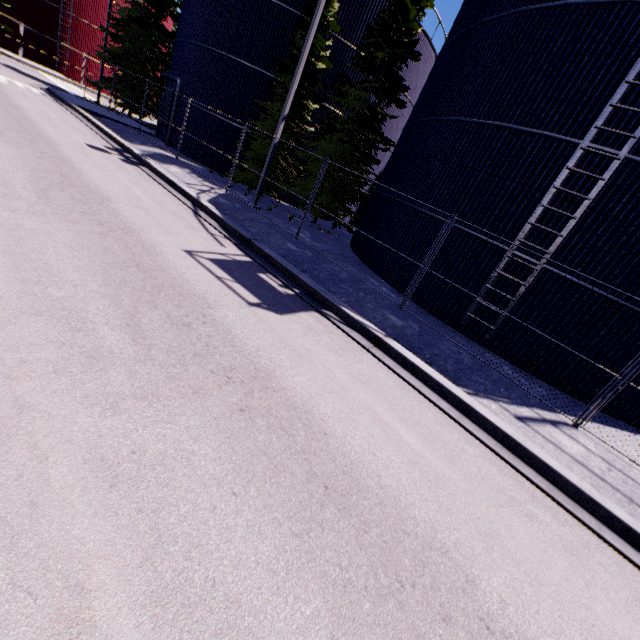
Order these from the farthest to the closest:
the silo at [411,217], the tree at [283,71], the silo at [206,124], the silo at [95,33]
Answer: the silo at [95,33], the silo at [206,124], the tree at [283,71], the silo at [411,217]

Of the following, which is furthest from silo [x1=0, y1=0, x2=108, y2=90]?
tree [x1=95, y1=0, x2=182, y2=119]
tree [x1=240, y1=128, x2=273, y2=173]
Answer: tree [x1=95, y1=0, x2=182, y2=119]

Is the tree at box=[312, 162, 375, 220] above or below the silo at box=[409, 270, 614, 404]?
above

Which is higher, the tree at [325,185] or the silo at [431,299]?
the tree at [325,185]

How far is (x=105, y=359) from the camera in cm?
360

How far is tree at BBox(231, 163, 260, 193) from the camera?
17.64m

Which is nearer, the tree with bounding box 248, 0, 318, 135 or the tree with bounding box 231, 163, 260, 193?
the tree with bounding box 248, 0, 318, 135

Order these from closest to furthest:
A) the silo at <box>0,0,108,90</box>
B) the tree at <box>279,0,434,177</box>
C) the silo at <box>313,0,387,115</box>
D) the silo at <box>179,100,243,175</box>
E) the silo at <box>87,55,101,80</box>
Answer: the tree at <box>279,0,434,177</box> < the silo at <box>313,0,387,115</box> < the silo at <box>179,100,243,175</box> < the silo at <box>0,0,108,90</box> < the silo at <box>87,55,101,80</box>
